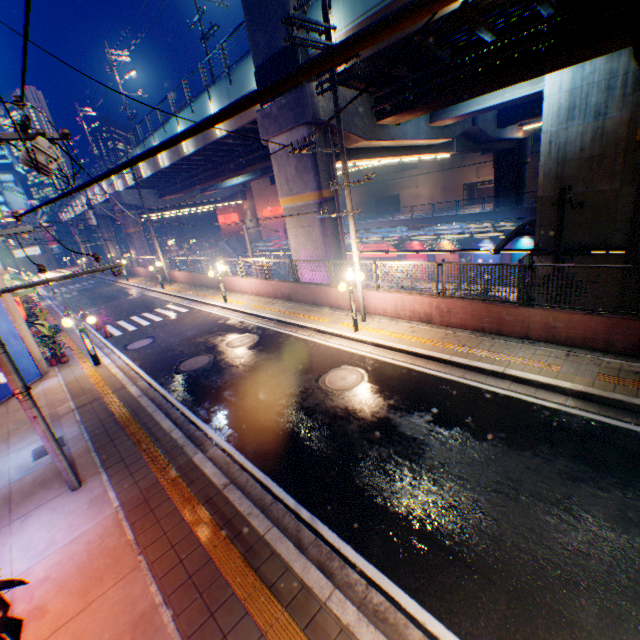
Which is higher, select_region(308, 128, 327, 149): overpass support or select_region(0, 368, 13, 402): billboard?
select_region(308, 128, 327, 149): overpass support

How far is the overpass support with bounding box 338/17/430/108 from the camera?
10.8m

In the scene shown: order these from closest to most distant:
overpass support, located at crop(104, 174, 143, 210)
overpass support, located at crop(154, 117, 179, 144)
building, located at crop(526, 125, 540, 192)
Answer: overpass support, located at crop(154, 117, 179, 144) → overpass support, located at crop(104, 174, 143, 210) → building, located at crop(526, 125, 540, 192)

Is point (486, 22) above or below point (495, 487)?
above

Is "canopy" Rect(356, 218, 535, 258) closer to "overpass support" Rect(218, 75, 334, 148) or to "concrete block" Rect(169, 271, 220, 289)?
"overpass support" Rect(218, 75, 334, 148)

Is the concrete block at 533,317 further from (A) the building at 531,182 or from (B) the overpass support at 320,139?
(A) the building at 531,182

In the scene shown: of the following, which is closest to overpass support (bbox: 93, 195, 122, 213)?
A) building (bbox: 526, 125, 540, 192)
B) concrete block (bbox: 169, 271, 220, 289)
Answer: concrete block (bbox: 169, 271, 220, 289)

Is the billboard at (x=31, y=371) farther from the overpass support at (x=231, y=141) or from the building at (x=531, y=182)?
the building at (x=531, y=182)
